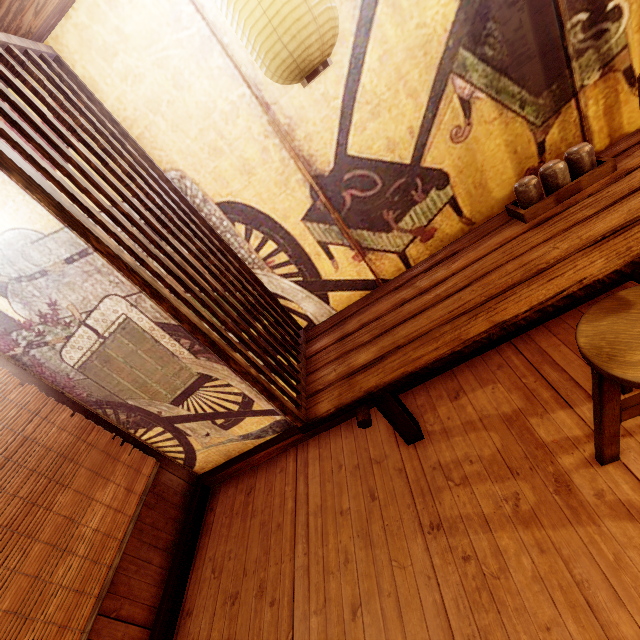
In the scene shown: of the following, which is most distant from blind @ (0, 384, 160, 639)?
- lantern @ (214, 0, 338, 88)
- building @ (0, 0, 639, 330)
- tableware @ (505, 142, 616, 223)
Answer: tableware @ (505, 142, 616, 223)

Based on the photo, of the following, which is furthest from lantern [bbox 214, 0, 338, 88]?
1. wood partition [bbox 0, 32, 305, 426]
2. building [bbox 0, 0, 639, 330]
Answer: wood partition [bbox 0, 32, 305, 426]

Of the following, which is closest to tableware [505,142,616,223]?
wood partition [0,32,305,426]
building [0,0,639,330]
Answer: building [0,0,639,330]

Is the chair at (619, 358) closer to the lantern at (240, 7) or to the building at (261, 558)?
the building at (261, 558)

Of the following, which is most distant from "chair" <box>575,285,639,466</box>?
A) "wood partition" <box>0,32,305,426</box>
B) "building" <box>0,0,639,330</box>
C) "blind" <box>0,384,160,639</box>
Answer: "blind" <box>0,384,160,639</box>

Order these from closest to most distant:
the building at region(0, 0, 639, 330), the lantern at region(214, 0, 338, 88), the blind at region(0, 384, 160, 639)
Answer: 1. the lantern at region(214, 0, 338, 88)
2. the building at region(0, 0, 639, 330)
3. the blind at region(0, 384, 160, 639)

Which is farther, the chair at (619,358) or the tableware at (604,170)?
the tableware at (604,170)

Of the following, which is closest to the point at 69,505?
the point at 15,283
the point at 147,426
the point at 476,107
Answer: the point at 147,426
